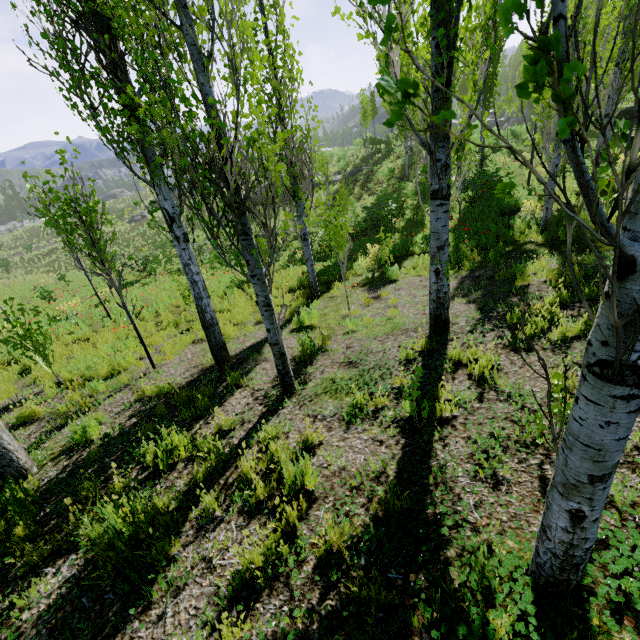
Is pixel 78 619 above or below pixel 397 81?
below

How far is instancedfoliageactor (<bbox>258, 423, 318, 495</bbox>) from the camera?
3.0m

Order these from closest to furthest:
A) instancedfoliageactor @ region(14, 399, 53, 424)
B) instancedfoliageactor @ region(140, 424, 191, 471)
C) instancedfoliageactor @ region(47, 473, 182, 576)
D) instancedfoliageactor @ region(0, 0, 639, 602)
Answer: instancedfoliageactor @ region(0, 0, 639, 602)
instancedfoliageactor @ region(47, 473, 182, 576)
instancedfoliageactor @ region(140, 424, 191, 471)
instancedfoliageactor @ region(14, 399, 53, 424)

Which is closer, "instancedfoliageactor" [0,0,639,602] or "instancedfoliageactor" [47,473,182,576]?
"instancedfoliageactor" [0,0,639,602]

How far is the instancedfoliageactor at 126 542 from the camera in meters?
2.6

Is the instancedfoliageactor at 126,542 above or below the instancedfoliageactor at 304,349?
above
